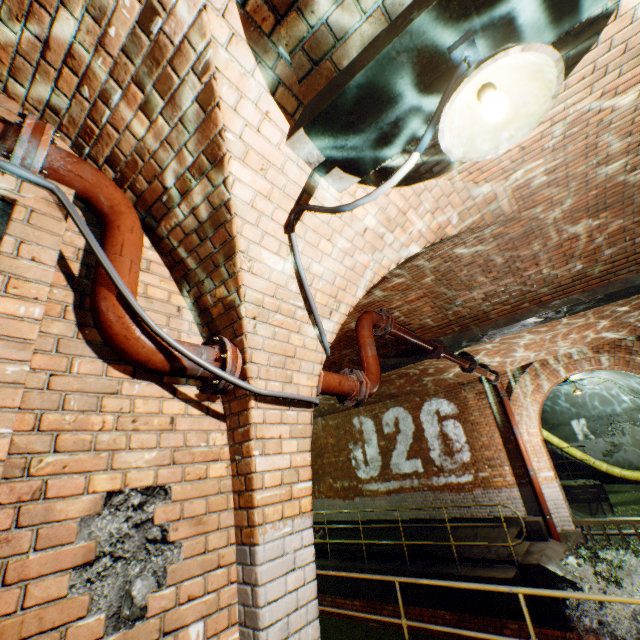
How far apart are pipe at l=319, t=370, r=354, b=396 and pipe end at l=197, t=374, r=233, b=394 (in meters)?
0.86

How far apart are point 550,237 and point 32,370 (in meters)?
5.04

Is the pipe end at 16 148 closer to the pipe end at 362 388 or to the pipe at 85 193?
the pipe at 85 193

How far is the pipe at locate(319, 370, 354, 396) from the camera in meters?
2.8

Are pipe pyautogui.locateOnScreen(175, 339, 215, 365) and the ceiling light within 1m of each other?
no

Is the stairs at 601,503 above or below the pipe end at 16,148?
below

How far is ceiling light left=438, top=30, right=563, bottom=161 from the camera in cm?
123

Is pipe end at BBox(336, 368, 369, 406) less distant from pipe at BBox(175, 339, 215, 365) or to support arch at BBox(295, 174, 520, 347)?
support arch at BBox(295, 174, 520, 347)
